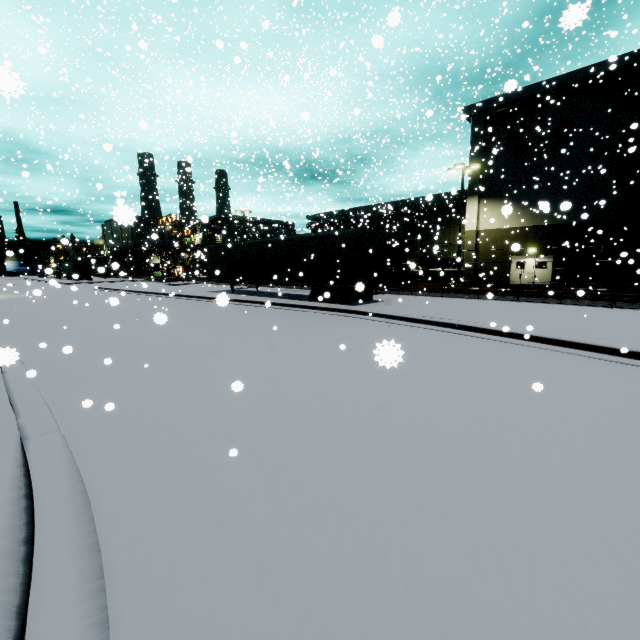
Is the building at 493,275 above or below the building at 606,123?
A: below

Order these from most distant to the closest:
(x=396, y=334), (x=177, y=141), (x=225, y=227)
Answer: (x=225, y=227) → (x=177, y=141) → (x=396, y=334)

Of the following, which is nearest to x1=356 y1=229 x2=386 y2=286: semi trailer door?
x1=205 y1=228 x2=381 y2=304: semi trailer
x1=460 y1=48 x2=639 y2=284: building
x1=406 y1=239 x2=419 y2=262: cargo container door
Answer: x1=205 y1=228 x2=381 y2=304: semi trailer

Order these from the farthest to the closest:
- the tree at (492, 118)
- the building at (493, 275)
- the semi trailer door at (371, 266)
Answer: the building at (493, 275), the tree at (492, 118), the semi trailer door at (371, 266)

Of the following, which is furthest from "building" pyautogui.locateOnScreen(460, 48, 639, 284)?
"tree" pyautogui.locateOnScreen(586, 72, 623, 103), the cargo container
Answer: the cargo container

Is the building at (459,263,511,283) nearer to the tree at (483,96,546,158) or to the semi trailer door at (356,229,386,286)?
the tree at (483,96,546,158)

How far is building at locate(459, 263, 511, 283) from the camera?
28.8 meters
